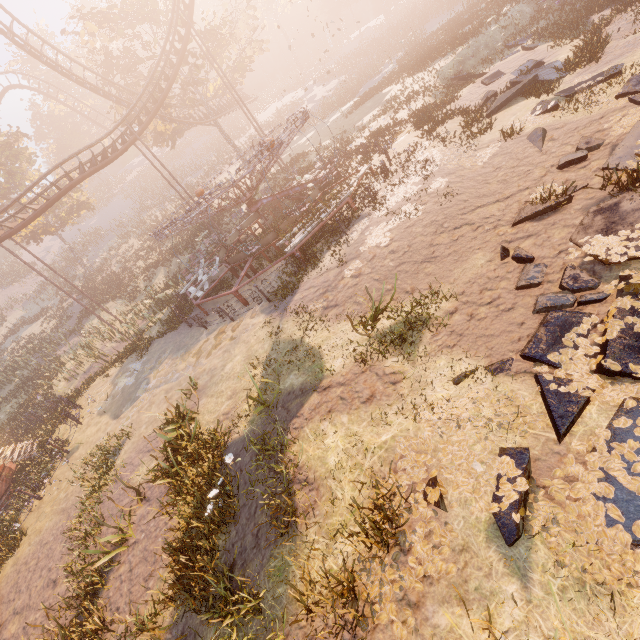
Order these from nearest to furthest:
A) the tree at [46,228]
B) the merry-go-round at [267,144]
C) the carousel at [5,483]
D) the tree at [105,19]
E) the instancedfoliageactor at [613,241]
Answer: the instancedfoliageactor at [613,241] → the merry-go-round at [267,144] → the carousel at [5,483] → the tree at [105,19] → the tree at [46,228]

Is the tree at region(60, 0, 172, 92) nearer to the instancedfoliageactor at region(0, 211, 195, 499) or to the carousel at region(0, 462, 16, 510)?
the instancedfoliageactor at region(0, 211, 195, 499)

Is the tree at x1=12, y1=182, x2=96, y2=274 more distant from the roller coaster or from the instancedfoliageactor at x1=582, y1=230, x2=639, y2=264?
the instancedfoliageactor at x1=582, y1=230, x2=639, y2=264

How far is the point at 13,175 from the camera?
31.8m

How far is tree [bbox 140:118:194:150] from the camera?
30.3 meters

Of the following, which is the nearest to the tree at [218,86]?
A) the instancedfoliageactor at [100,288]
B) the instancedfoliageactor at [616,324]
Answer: Answer: the instancedfoliageactor at [100,288]

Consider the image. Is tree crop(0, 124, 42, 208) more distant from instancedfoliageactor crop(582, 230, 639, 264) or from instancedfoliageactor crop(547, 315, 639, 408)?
instancedfoliageactor crop(547, 315, 639, 408)
